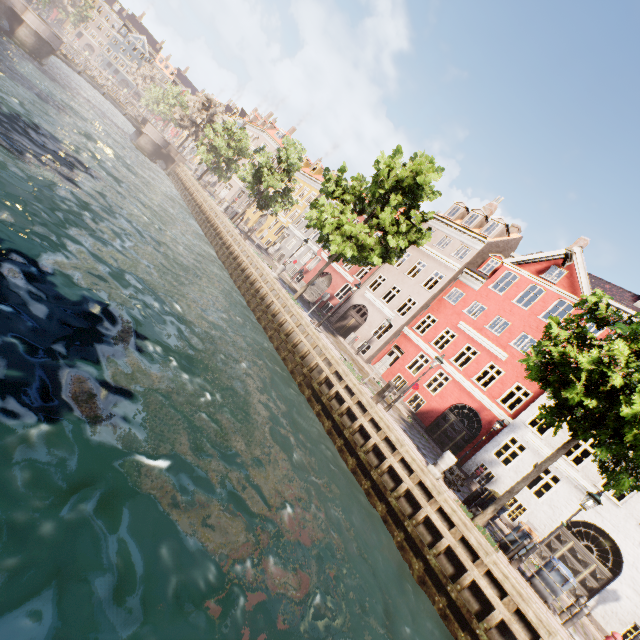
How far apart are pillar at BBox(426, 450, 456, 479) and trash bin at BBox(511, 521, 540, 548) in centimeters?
295cm

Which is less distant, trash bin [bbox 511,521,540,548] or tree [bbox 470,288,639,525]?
tree [bbox 470,288,639,525]

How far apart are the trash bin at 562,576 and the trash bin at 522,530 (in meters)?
0.35

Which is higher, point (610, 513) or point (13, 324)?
point (610, 513)

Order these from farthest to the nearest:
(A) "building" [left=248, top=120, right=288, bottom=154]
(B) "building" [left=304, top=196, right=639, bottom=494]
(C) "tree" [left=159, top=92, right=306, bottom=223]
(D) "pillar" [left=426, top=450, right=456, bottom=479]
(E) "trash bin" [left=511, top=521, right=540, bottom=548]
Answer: (A) "building" [left=248, top=120, right=288, bottom=154], (C) "tree" [left=159, top=92, right=306, bottom=223], (B) "building" [left=304, top=196, right=639, bottom=494], (D) "pillar" [left=426, top=450, right=456, bottom=479], (E) "trash bin" [left=511, top=521, right=540, bottom=548]

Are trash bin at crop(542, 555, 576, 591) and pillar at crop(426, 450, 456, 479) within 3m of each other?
no

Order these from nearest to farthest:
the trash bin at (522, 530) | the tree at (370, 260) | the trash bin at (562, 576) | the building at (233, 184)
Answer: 1. the trash bin at (562, 576)
2. the trash bin at (522, 530)
3. the tree at (370, 260)
4. the building at (233, 184)

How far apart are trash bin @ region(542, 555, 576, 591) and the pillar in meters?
4.0 m
